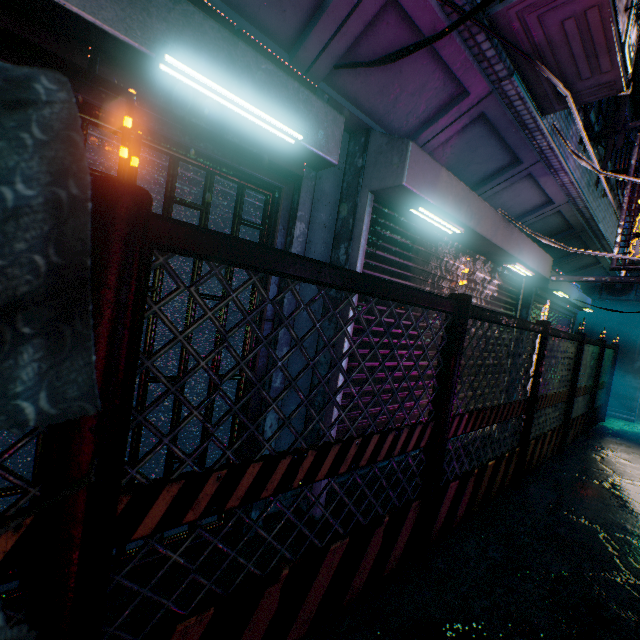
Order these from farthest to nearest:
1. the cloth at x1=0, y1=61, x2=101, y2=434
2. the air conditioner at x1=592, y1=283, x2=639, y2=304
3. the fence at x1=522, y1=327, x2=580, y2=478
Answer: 1. the air conditioner at x1=592, y1=283, x2=639, y2=304
2. the fence at x1=522, y1=327, x2=580, y2=478
3. the cloth at x1=0, y1=61, x2=101, y2=434

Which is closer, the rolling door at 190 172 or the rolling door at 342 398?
the rolling door at 190 172

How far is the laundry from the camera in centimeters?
289cm

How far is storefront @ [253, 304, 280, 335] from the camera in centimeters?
208cm

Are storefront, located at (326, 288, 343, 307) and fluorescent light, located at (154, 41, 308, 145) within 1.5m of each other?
yes

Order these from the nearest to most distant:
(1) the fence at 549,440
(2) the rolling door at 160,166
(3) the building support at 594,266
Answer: (2) the rolling door at 160,166 → (1) the fence at 549,440 → (3) the building support at 594,266

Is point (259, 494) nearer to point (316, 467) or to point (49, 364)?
point (316, 467)
